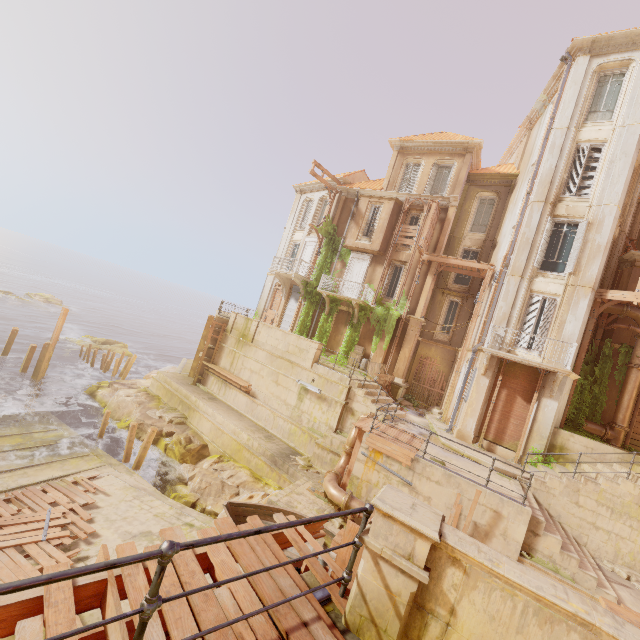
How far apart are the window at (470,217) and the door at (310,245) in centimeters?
998cm

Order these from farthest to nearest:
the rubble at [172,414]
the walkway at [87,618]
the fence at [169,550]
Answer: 1. the rubble at [172,414]
2. the walkway at [87,618]
3. the fence at [169,550]

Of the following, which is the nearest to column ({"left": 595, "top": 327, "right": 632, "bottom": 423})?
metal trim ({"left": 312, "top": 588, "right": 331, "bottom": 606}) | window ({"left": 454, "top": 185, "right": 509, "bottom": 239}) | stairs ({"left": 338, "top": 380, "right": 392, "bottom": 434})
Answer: window ({"left": 454, "top": 185, "right": 509, "bottom": 239})

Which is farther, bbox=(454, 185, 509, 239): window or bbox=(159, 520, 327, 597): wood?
bbox=(454, 185, 509, 239): window

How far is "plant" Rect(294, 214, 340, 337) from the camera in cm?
2434

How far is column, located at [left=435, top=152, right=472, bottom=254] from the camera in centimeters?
2120cm

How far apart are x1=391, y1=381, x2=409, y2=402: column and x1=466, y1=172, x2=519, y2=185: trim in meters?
14.8

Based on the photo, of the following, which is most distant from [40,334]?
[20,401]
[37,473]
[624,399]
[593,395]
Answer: [624,399]
